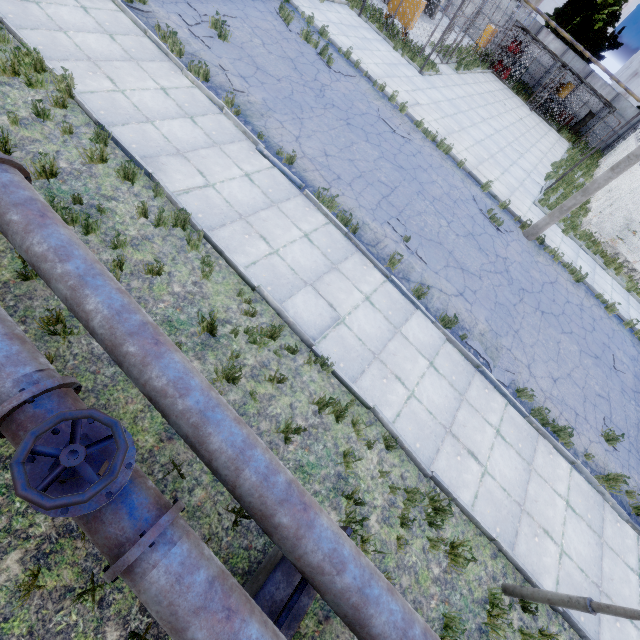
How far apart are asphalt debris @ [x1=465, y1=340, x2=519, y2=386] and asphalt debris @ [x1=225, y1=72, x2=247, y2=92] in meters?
9.1

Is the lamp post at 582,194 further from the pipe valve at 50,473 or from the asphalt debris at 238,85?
the pipe valve at 50,473

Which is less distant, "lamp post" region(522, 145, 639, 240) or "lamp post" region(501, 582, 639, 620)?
"lamp post" region(501, 582, 639, 620)

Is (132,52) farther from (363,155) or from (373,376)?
(373,376)

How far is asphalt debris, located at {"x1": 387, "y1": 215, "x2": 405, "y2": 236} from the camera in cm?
896

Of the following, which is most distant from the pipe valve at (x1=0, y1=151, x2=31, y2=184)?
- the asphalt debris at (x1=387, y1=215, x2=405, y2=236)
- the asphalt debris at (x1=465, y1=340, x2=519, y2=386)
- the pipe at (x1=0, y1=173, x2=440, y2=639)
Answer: the asphalt debris at (x1=465, y1=340, x2=519, y2=386)

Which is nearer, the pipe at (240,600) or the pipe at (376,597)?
the pipe at (240,600)

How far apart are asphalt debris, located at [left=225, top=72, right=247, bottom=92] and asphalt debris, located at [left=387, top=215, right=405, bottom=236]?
5.4 meters
